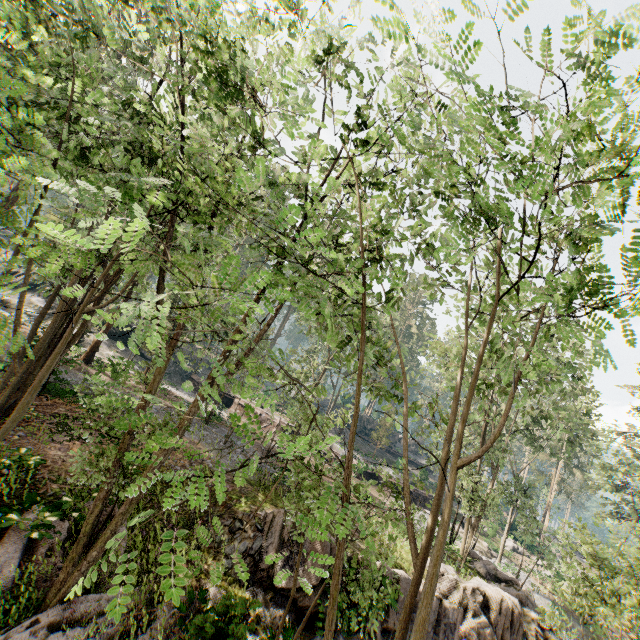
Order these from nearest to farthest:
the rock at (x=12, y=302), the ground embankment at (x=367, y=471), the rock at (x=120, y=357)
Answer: the ground embankment at (x=367, y=471) < the rock at (x=12, y=302) < the rock at (x=120, y=357)

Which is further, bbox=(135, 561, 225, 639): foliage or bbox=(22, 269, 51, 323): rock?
bbox=(22, 269, 51, 323): rock

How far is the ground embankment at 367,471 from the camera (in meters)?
27.64

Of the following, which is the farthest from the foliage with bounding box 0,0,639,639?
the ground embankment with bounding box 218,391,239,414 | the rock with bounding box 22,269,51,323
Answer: the rock with bounding box 22,269,51,323

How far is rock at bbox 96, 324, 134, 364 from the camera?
31.7m

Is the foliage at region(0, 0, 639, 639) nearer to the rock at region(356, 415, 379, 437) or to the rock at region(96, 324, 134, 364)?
the rock at region(356, 415, 379, 437)

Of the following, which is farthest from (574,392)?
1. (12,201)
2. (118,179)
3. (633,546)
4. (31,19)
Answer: (12,201)

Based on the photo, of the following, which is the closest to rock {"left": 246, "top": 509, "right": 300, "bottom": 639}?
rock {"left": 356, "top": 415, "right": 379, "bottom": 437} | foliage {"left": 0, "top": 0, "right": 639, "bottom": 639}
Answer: foliage {"left": 0, "top": 0, "right": 639, "bottom": 639}
